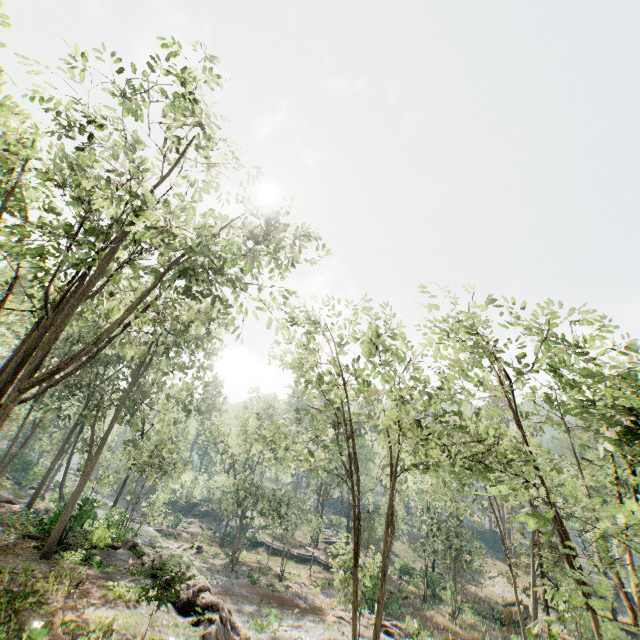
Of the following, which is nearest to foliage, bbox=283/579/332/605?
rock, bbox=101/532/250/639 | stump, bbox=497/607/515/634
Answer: rock, bbox=101/532/250/639

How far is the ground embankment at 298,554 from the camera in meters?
45.8

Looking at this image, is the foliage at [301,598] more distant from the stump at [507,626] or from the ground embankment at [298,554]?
the stump at [507,626]

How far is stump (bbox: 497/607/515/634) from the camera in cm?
3216

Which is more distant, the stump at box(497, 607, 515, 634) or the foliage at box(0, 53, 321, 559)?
Result: the stump at box(497, 607, 515, 634)

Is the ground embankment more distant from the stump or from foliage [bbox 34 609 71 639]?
the stump

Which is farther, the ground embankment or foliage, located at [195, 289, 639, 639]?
the ground embankment

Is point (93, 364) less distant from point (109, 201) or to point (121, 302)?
point (121, 302)
